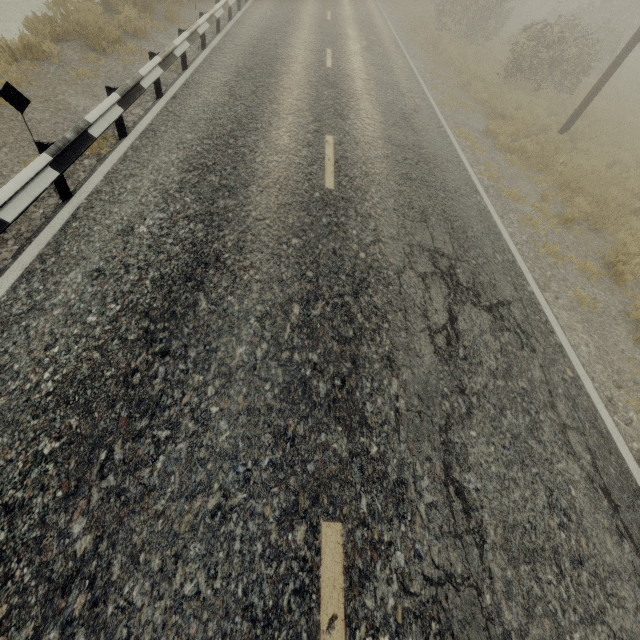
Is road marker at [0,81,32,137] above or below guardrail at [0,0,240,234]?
above

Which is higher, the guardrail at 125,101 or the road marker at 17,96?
the road marker at 17,96

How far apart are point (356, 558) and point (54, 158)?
5.3 meters
